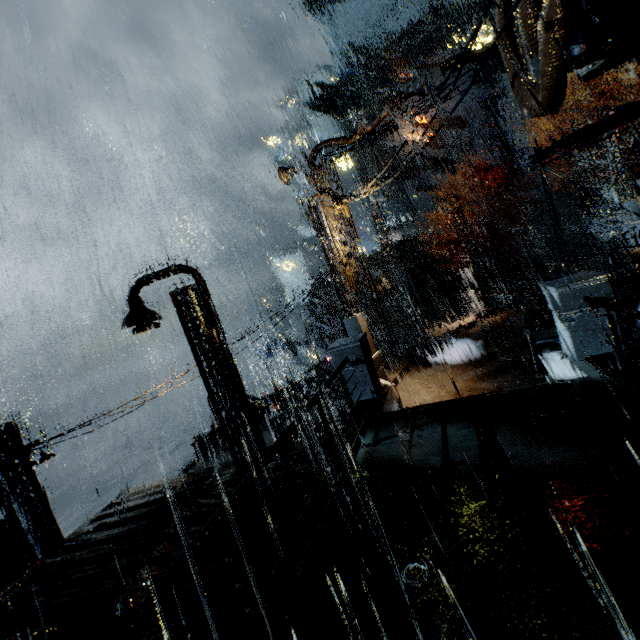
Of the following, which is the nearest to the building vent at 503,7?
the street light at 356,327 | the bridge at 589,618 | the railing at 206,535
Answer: the bridge at 589,618

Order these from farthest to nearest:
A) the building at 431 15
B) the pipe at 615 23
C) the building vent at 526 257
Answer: the building vent at 526 257 < the building at 431 15 < the pipe at 615 23

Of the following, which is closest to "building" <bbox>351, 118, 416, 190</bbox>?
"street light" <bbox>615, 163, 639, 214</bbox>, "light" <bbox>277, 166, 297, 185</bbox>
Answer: "light" <bbox>277, 166, 297, 185</bbox>

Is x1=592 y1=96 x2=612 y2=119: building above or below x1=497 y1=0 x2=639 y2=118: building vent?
above

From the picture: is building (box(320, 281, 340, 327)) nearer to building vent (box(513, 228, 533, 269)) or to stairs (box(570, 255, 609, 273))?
stairs (box(570, 255, 609, 273))

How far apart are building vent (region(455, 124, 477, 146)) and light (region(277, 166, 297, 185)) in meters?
43.9 m

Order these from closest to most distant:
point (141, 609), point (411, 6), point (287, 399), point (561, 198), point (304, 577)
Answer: point (141, 609) < point (304, 577) < point (287, 399) < point (561, 198) < point (411, 6)

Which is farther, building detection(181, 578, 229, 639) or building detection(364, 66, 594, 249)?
building detection(364, 66, 594, 249)
